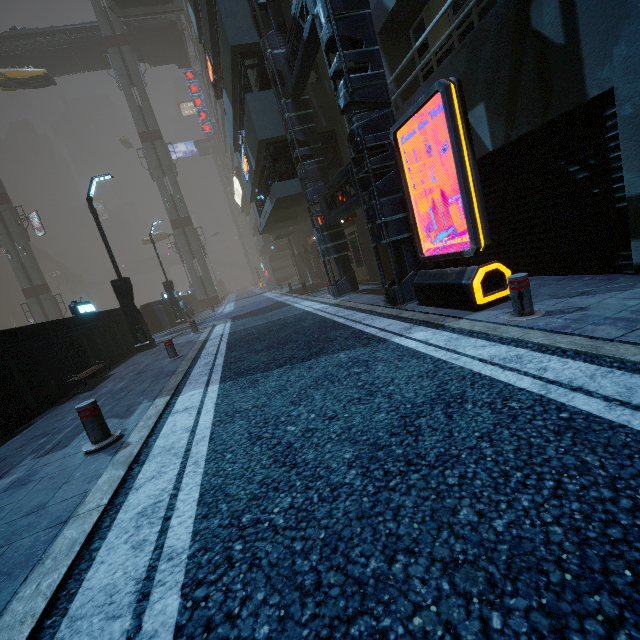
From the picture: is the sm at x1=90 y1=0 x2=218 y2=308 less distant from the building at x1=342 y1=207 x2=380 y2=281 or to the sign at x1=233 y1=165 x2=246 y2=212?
the building at x1=342 y1=207 x2=380 y2=281

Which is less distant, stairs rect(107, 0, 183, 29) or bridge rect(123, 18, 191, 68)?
stairs rect(107, 0, 183, 29)

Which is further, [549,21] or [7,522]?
[549,21]

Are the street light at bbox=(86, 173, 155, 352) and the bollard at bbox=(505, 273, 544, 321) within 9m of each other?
no

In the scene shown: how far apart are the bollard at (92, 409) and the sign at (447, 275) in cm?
542

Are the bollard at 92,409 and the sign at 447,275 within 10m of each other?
yes

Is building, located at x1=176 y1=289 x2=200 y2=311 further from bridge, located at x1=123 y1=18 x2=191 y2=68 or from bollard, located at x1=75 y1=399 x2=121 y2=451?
bollard, located at x1=75 y1=399 x2=121 y2=451

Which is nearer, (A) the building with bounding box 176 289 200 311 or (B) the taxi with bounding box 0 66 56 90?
(B) the taxi with bounding box 0 66 56 90
